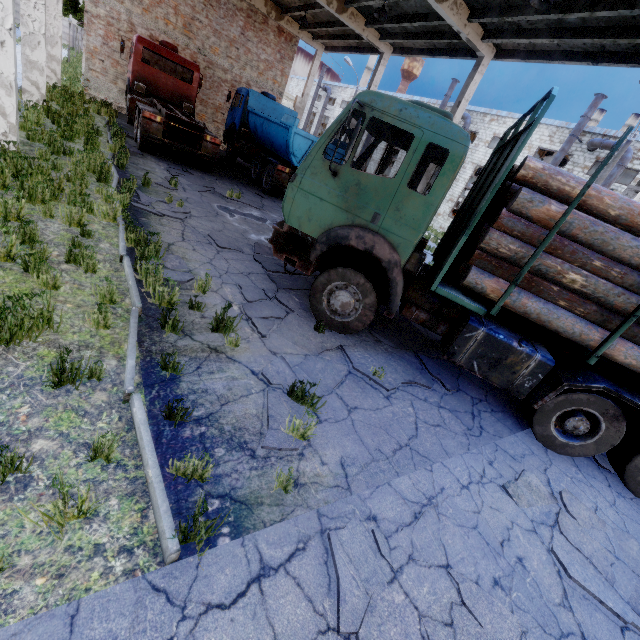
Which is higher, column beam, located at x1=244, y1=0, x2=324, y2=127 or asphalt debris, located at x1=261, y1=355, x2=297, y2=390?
column beam, located at x1=244, y1=0, x2=324, y2=127

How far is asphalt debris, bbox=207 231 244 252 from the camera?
7.3 meters

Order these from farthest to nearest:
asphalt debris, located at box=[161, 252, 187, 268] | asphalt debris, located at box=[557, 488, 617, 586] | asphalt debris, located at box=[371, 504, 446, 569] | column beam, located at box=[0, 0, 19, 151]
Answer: column beam, located at box=[0, 0, 19, 151]
asphalt debris, located at box=[161, 252, 187, 268]
asphalt debris, located at box=[557, 488, 617, 586]
asphalt debris, located at box=[371, 504, 446, 569]

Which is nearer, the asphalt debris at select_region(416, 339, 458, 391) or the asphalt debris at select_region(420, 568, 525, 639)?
the asphalt debris at select_region(420, 568, 525, 639)

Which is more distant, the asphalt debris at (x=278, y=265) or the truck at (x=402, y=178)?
the asphalt debris at (x=278, y=265)

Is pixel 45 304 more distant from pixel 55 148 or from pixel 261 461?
pixel 55 148

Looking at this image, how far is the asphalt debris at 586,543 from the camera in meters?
3.7

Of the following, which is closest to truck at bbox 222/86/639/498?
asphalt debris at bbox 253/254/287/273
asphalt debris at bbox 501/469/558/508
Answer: asphalt debris at bbox 253/254/287/273
